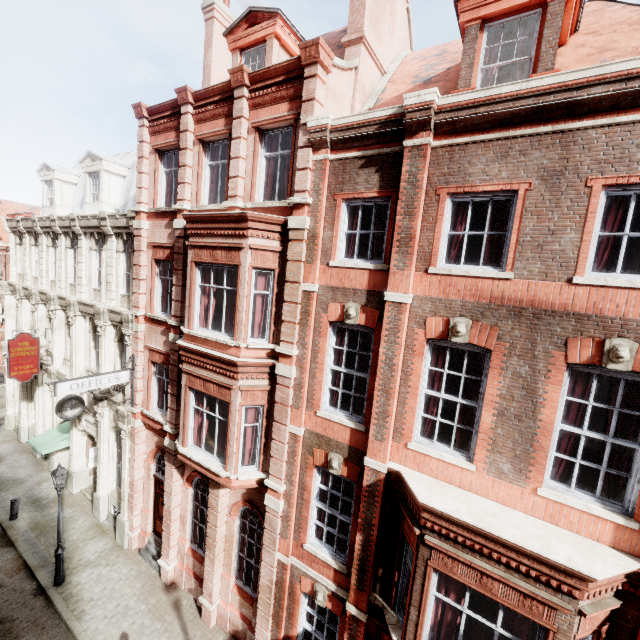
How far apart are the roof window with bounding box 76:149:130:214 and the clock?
7.6m

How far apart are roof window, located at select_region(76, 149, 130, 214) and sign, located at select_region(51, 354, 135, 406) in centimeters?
770cm

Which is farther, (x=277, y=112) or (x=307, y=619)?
(x=307, y=619)

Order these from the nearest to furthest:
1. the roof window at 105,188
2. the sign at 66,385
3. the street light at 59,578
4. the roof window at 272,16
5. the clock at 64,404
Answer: the roof window at 272,16 → the sign at 66,385 → the street light at 59,578 → the clock at 64,404 → the roof window at 105,188

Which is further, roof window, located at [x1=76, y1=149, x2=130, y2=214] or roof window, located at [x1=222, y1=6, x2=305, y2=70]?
roof window, located at [x1=76, y1=149, x2=130, y2=214]

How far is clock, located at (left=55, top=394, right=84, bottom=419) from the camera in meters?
13.3

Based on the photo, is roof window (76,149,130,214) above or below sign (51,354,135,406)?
above

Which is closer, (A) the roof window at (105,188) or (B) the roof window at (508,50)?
(B) the roof window at (508,50)
